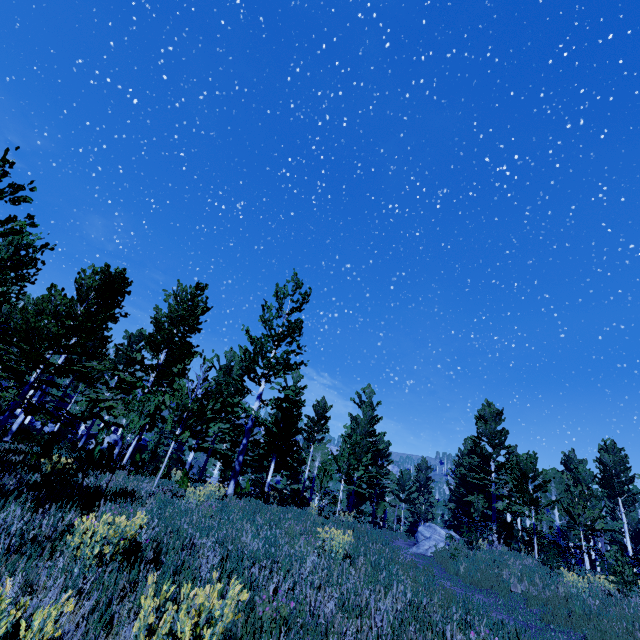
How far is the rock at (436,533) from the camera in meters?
18.2

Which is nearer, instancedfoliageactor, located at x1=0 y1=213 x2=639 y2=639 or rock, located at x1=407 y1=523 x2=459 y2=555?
instancedfoliageactor, located at x1=0 y1=213 x2=639 y2=639

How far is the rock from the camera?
18.2m

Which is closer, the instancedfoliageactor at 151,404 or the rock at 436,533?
the instancedfoliageactor at 151,404

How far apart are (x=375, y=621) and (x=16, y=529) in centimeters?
493cm
